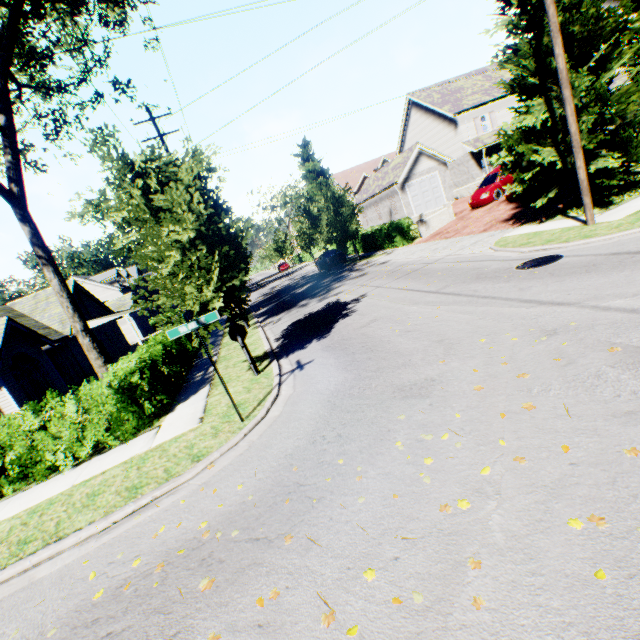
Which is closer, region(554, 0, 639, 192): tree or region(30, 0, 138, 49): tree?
region(554, 0, 639, 192): tree

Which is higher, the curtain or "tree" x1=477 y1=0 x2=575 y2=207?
"tree" x1=477 y1=0 x2=575 y2=207

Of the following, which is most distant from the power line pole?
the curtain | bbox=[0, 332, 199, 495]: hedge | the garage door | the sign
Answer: the curtain

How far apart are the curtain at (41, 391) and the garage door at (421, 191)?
29.74m

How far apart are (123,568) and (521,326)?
→ 7.22m

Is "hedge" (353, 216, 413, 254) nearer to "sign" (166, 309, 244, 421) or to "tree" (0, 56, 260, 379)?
"tree" (0, 56, 260, 379)

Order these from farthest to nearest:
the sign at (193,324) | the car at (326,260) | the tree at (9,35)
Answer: the car at (326,260) < the tree at (9,35) < the sign at (193,324)

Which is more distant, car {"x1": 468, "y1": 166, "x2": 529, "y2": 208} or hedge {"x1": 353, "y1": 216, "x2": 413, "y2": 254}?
hedge {"x1": 353, "y1": 216, "x2": 413, "y2": 254}
